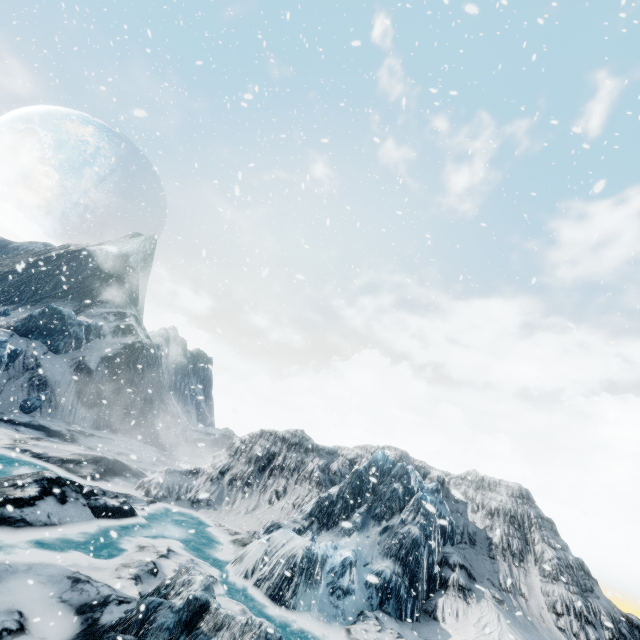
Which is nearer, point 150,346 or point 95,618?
point 95,618
